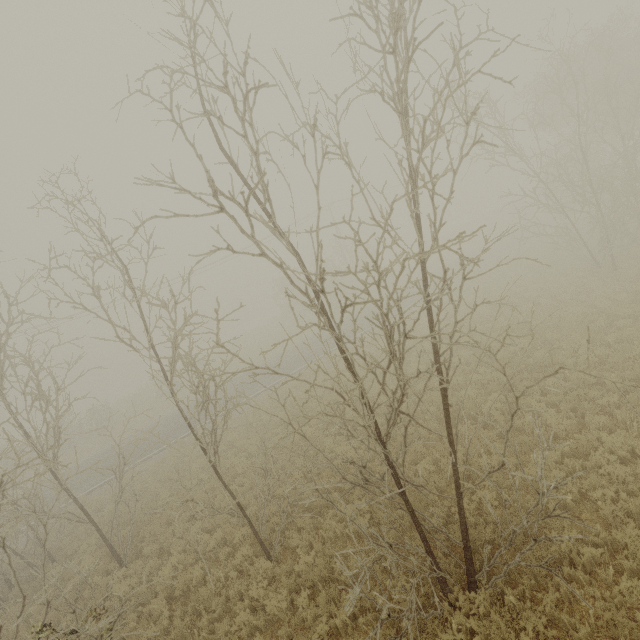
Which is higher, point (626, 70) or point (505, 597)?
point (626, 70)
